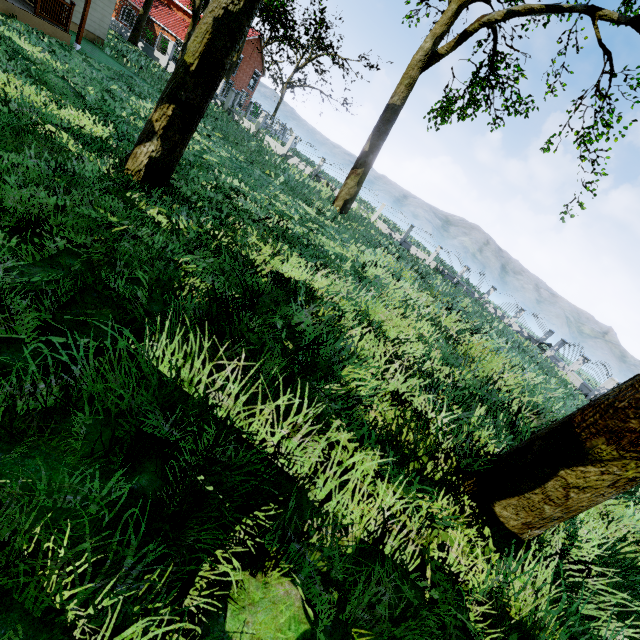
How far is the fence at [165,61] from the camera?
27.66m

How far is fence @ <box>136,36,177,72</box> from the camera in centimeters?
2766cm

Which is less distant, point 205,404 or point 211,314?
point 205,404

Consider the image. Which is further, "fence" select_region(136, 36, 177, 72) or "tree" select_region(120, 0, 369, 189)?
"fence" select_region(136, 36, 177, 72)

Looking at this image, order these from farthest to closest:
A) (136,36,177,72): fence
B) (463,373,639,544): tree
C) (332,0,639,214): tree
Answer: (136,36,177,72): fence → (332,0,639,214): tree → (463,373,639,544): tree
